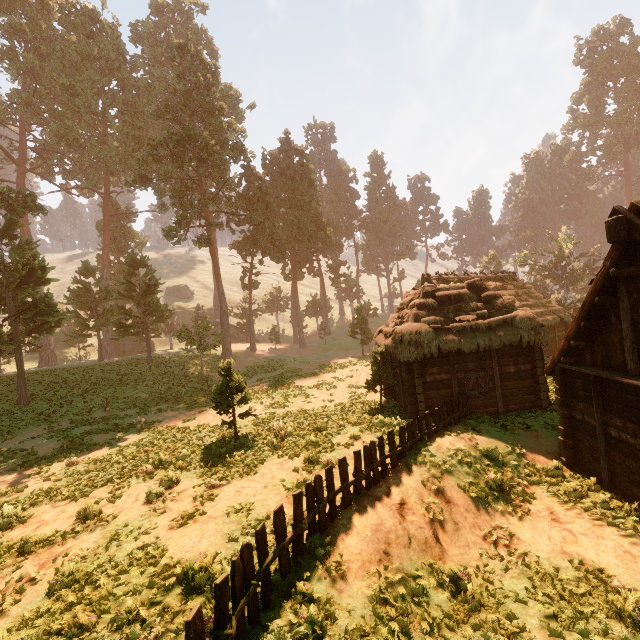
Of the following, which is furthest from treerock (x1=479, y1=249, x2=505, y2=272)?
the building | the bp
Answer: the bp

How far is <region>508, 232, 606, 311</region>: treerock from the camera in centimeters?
3992cm

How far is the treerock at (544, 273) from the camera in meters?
39.9

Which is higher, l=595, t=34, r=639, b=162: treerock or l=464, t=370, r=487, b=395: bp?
l=595, t=34, r=639, b=162: treerock

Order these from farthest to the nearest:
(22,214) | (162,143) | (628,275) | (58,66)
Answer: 1. (58,66)
2. (162,143)
3. (22,214)
4. (628,275)

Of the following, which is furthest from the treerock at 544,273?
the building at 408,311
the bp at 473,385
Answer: the bp at 473,385
